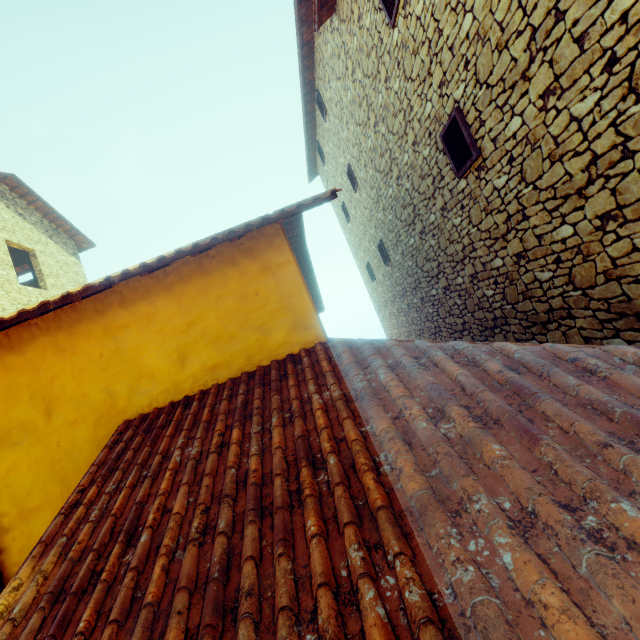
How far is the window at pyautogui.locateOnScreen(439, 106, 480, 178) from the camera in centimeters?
407cm

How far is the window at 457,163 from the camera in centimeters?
407cm

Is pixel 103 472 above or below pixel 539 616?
above

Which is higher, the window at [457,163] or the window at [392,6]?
the window at [392,6]

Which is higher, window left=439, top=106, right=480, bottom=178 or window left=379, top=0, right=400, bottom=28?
window left=379, top=0, right=400, bottom=28
